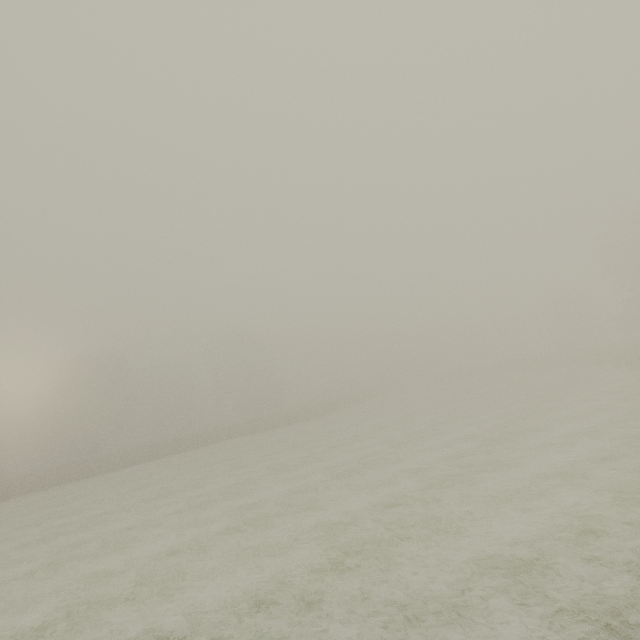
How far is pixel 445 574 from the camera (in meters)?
7.20
